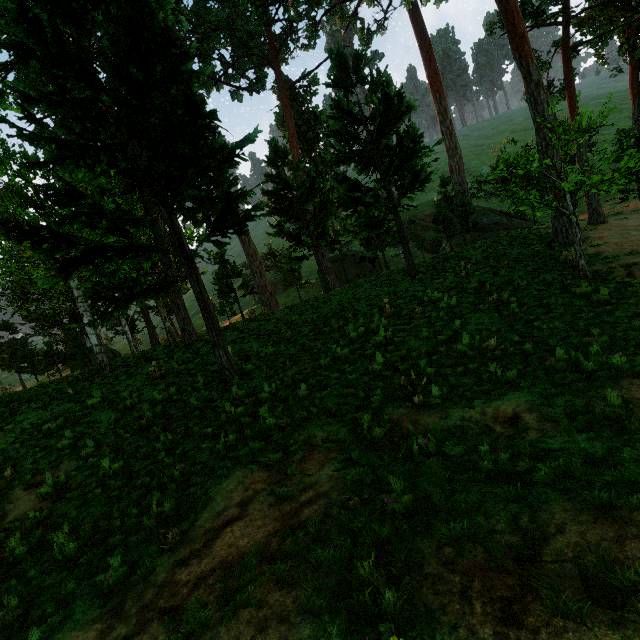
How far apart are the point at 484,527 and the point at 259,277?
29.6 meters
